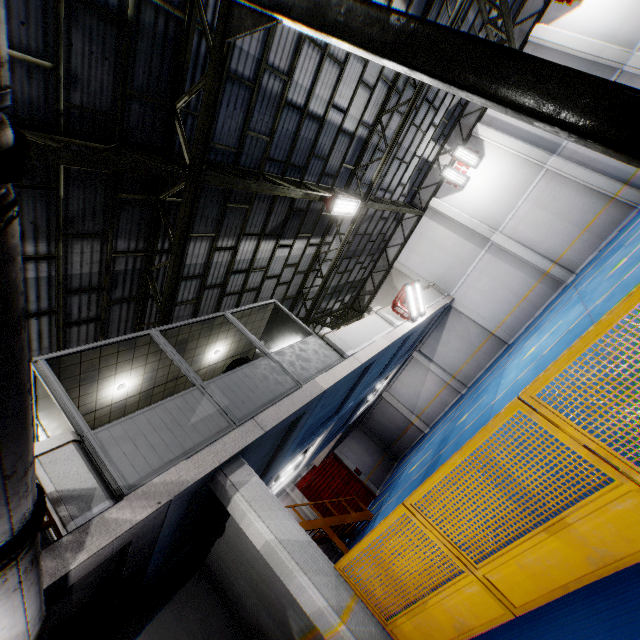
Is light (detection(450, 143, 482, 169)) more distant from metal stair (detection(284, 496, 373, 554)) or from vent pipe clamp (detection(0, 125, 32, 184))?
vent pipe clamp (detection(0, 125, 32, 184))

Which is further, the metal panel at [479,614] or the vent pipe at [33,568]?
the metal panel at [479,614]

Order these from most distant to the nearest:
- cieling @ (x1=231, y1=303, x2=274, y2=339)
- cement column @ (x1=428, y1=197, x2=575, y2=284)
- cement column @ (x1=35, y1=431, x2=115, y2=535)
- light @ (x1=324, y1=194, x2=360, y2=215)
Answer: cement column @ (x1=428, y1=197, x2=575, y2=284) < light @ (x1=324, y1=194, x2=360, y2=215) < cieling @ (x1=231, y1=303, x2=274, y2=339) < cement column @ (x1=35, y1=431, x2=115, y2=535)

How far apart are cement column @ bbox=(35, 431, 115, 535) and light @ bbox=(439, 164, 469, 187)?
17.8m

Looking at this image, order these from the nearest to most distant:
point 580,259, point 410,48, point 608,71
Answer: point 410,48, point 608,71, point 580,259

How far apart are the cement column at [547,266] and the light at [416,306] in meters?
6.5

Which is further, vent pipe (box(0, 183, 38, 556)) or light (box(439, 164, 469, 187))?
light (box(439, 164, 469, 187))

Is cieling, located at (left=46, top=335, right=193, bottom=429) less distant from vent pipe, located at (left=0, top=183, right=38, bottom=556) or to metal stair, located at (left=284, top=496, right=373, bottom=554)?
vent pipe, located at (left=0, top=183, right=38, bottom=556)
